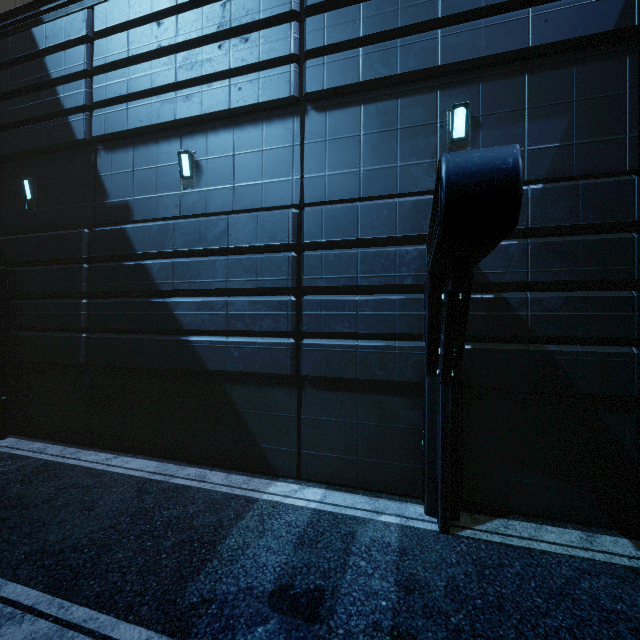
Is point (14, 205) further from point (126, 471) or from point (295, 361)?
point (295, 361)
